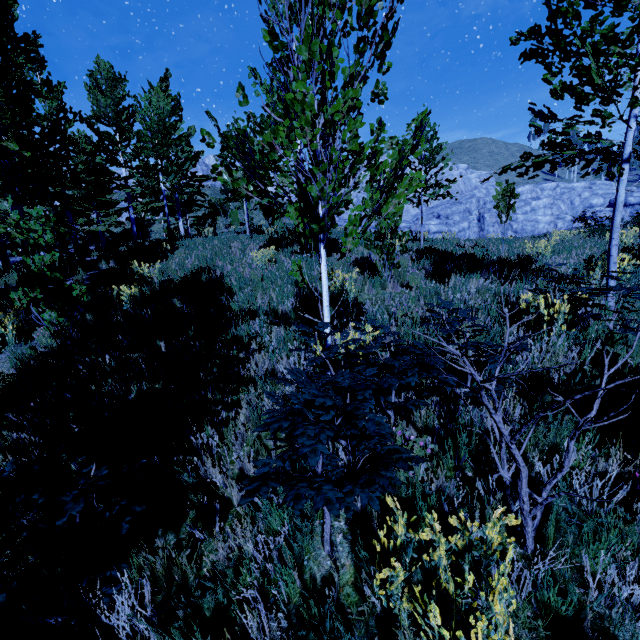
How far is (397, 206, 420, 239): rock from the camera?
18.1m

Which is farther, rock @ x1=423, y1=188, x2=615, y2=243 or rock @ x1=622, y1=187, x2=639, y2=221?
rock @ x1=622, y1=187, x2=639, y2=221

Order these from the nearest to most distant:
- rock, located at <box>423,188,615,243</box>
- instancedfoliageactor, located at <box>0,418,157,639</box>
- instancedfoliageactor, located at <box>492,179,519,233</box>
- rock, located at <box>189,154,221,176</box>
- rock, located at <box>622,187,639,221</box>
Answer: instancedfoliageactor, located at <box>0,418,157,639</box> → instancedfoliageactor, located at <box>492,179,519,233</box> → rock, located at <box>423,188,615,243</box> → rock, located at <box>622,187,639,221</box> → rock, located at <box>189,154,221,176</box>

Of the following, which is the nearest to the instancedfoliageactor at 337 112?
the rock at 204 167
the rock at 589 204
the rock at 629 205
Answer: the rock at 589 204

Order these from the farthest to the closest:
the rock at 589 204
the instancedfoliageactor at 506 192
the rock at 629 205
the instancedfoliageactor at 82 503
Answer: the rock at 629 205 → the rock at 589 204 → the instancedfoliageactor at 506 192 → the instancedfoliageactor at 82 503

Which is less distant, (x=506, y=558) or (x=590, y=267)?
(x=506, y=558)

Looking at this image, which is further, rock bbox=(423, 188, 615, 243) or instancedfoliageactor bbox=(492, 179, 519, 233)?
rock bbox=(423, 188, 615, 243)

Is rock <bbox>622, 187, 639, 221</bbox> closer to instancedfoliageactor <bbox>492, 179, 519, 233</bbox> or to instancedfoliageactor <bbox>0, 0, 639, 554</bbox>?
instancedfoliageactor <bbox>0, 0, 639, 554</bbox>
